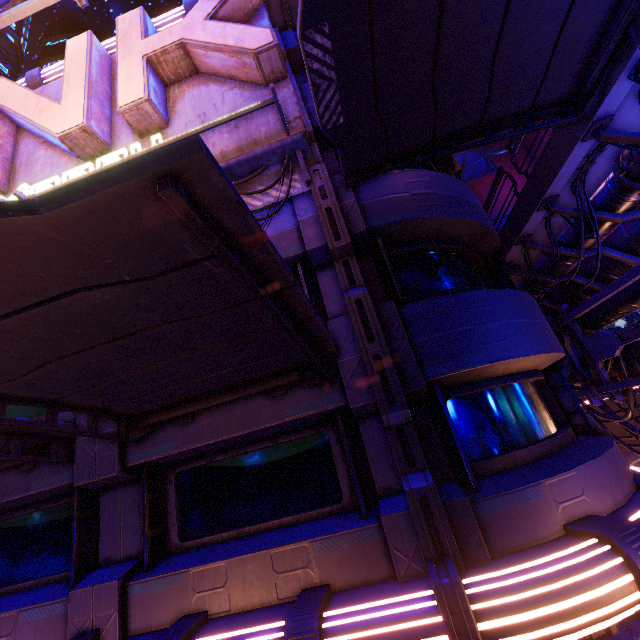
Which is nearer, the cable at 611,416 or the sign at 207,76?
the sign at 207,76

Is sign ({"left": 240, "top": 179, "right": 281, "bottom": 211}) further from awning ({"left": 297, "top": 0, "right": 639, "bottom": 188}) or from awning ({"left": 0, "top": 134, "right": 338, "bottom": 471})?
awning ({"left": 0, "top": 134, "right": 338, "bottom": 471})

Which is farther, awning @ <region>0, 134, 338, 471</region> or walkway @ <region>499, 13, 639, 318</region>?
walkway @ <region>499, 13, 639, 318</region>

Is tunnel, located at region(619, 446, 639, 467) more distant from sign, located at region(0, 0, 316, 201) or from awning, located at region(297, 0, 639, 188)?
sign, located at region(0, 0, 316, 201)

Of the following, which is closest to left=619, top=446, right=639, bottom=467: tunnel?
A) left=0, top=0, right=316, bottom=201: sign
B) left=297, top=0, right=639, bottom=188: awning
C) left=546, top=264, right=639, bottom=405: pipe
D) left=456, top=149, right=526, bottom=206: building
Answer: left=546, top=264, right=639, bottom=405: pipe

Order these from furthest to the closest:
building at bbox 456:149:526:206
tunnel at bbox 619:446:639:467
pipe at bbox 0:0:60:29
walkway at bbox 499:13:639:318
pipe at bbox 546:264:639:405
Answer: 1. tunnel at bbox 619:446:639:467
2. building at bbox 456:149:526:206
3. pipe at bbox 0:0:60:29
4. pipe at bbox 546:264:639:405
5. walkway at bbox 499:13:639:318

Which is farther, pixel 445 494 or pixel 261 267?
pixel 445 494

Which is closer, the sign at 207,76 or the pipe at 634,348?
the sign at 207,76
